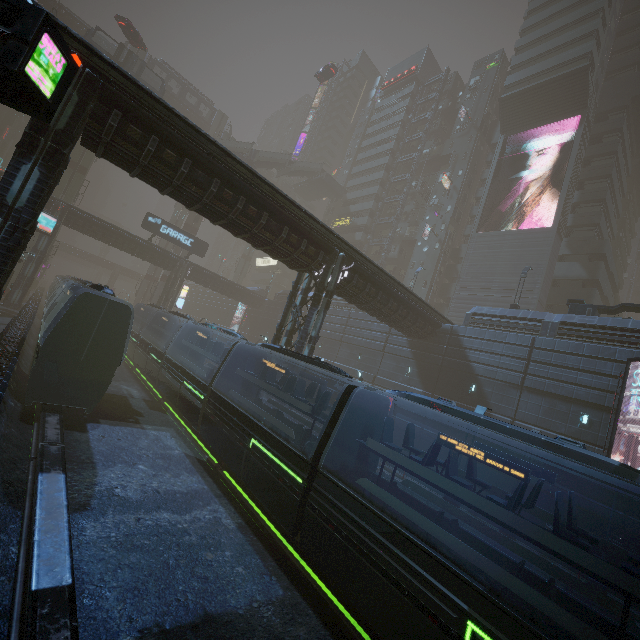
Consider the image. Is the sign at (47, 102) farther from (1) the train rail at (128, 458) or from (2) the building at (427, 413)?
(1) the train rail at (128, 458)

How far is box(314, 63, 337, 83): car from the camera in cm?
4909

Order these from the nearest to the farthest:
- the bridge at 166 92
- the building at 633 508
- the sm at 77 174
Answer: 1. the building at 633 508
2. the bridge at 166 92
3. the sm at 77 174

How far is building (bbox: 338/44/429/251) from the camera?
55.51m

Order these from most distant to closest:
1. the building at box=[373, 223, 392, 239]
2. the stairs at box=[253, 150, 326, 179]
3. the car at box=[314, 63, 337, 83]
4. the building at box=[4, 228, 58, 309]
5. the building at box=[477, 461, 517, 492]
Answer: the building at box=[373, 223, 392, 239] → the stairs at box=[253, 150, 326, 179] → the car at box=[314, 63, 337, 83] → the building at box=[4, 228, 58, 309] → the building at box=[477, 461, 517, 492]

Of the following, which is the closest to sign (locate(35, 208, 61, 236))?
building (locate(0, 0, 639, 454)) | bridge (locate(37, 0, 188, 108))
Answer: building (locate(0, 0, 639, 454))

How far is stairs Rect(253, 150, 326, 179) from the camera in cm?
5259

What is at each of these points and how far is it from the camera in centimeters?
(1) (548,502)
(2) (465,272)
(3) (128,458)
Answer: (1) building, 1852cm
(2) building, 4000cm
(3) train rail, 1305cm
